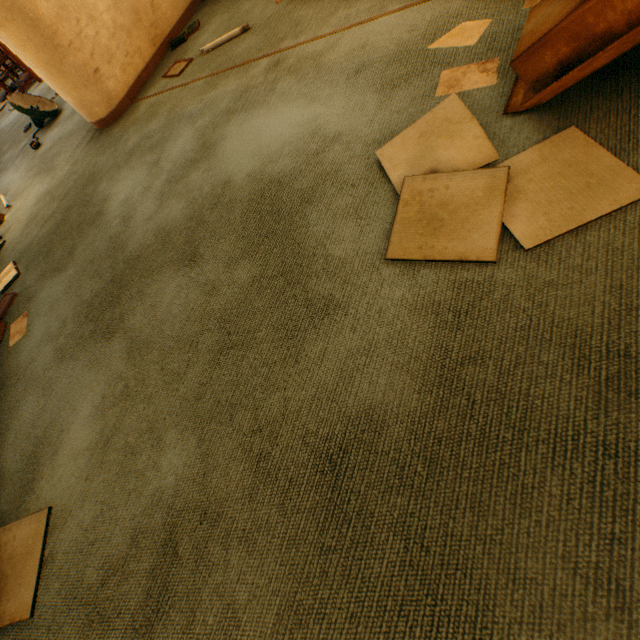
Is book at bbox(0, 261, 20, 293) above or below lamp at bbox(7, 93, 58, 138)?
below

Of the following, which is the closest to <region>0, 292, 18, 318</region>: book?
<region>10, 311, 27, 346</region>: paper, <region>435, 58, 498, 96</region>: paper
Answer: <region>10, 311, 27, 346</region>: paper

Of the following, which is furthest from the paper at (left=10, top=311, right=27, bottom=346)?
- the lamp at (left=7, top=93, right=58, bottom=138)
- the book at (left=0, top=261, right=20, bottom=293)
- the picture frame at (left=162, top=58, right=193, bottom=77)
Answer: the lamp at (left=7, top=93, right=58, bottom=138)

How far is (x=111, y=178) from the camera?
2.41m

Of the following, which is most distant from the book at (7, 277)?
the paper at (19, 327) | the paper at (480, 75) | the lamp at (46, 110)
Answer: the paper at (480, 75)

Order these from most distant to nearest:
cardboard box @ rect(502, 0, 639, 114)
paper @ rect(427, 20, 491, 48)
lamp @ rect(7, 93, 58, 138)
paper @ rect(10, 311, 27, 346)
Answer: lamp @ rect(7, 93, 58, 138) < paper @ rect(10, 311, 27, 346) < paper @ rect(427, 20, 491, 48) < cardboard box @ rect(502, 0, 639, 114)

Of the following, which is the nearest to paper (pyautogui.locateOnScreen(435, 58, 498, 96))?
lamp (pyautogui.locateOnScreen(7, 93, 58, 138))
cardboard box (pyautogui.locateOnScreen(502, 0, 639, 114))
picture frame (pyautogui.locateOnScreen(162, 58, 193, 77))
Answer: cardboard box (pyautogui.locateOnScreen(502, 0, 639, 114))

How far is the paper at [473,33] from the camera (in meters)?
1.38
